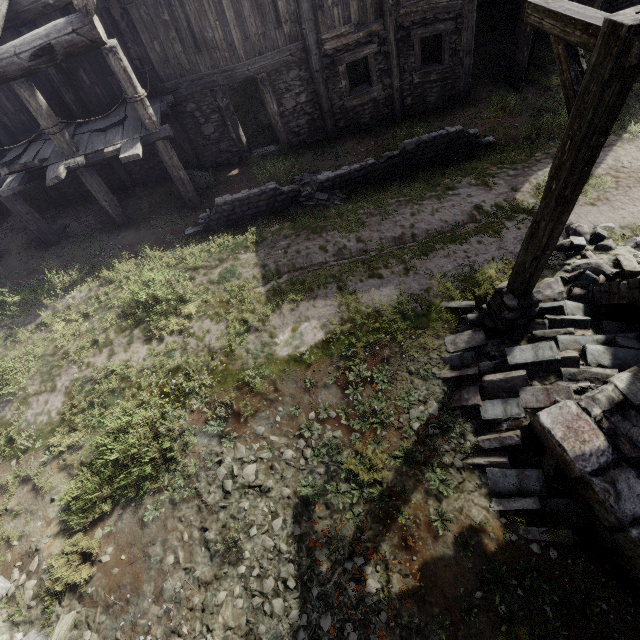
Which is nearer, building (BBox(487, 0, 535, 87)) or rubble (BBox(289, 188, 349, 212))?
rubble (BBox(289, 188, 349, 212))

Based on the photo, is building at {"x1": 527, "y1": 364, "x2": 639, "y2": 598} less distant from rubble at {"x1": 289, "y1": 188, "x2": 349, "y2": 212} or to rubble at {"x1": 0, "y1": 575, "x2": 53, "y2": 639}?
rubble at {"x1": 0, "y1": 575, "x2": 53, "y2": 639}

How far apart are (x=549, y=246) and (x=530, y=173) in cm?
577

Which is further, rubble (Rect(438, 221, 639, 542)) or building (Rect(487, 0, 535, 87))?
building (Rect(487, 0, 535, 87))

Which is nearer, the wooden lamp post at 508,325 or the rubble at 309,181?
the wooden lamp post at 508,325

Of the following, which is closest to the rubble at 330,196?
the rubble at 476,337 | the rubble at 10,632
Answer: the rubble at 476,337

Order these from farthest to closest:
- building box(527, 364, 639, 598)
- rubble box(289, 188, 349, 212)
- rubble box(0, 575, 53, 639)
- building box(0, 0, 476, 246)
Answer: rubble box(289, 188, 349, 212), building box(0, 0, 476, 246), rubble box(0, 575, 53, 639), building box(527, 364, 639, 598)

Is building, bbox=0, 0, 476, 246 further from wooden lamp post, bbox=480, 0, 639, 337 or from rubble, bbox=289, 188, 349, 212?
rubble, bbox=289, 188, 349, 212
